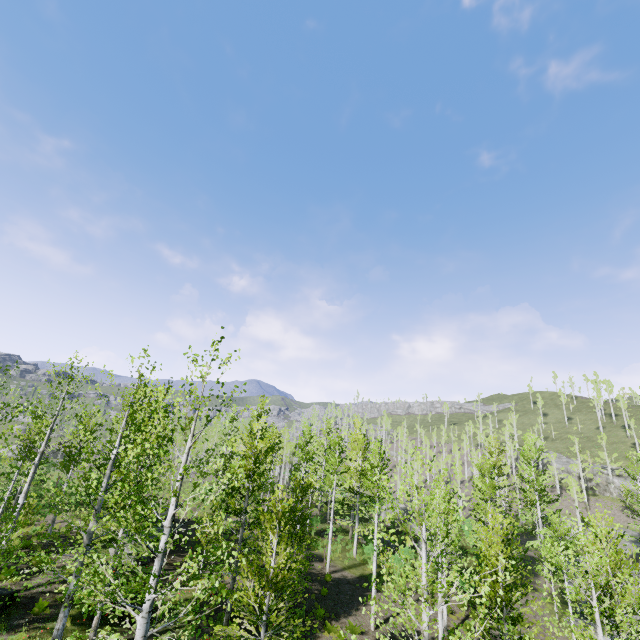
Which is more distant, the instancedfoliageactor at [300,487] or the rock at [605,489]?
the rock at [605,489]

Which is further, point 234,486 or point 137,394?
point 137,394

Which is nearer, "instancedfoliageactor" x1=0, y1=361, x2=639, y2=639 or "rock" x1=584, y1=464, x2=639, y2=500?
"instancedfoliageactor" x1=0, y1=361, x2=639, y2=639
